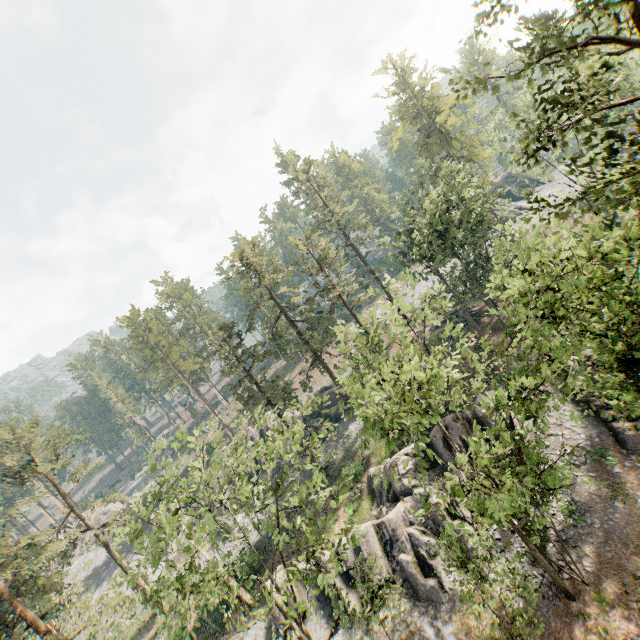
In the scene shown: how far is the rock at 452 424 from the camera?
24.92m

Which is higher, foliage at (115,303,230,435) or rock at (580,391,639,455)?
foliage at (115,303,230,435)

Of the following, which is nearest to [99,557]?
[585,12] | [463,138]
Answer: [585,12]

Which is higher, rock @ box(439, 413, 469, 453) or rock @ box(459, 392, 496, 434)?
rock @ box(439, 413, 469, 453)

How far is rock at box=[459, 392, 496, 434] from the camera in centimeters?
2450cm

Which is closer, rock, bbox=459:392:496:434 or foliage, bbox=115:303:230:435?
rock, bbox=459:392:496:434

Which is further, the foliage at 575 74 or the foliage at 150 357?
the foliage at 150 357

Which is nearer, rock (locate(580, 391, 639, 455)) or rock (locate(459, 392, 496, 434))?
rock (locate(580, 391, 639, 455))
